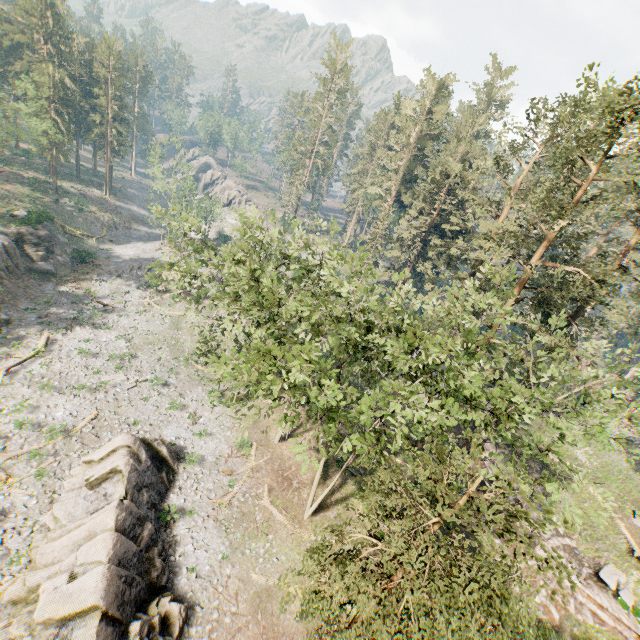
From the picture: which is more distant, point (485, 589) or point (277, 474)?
point (277, 474)

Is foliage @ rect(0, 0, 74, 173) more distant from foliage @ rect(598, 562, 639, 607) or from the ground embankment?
foliage @ rect(598, 562, 639, 607)

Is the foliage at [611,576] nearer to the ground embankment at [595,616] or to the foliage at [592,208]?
the ground embankment at [595,616]

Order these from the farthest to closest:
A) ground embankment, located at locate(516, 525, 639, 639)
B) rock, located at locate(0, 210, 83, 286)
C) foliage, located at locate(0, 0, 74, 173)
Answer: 1. rock, located at locate(0, 210, 83, 286)
2. foliage, located at locate(0, 0, 74, 173)
3. ground embankment, located at locate(516, 525, 639, 639)

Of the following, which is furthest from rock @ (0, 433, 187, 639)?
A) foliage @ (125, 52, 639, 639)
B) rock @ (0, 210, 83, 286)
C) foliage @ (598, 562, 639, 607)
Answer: foliage @ (598, 562, 639, 607)

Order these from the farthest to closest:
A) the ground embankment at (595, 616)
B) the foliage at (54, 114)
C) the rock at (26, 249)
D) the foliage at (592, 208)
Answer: the rock at (26, 249), the foliage at (54, 114), the ground embankment at (595, 616), the foliage at (592, 208)

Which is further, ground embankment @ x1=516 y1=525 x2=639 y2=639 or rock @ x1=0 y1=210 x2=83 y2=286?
rock @ x1=0 y1=210 x2=83 y2=286

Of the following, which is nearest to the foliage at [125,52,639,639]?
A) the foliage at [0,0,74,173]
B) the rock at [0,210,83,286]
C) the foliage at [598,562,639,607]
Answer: the foliage at [0,0,74,173]
